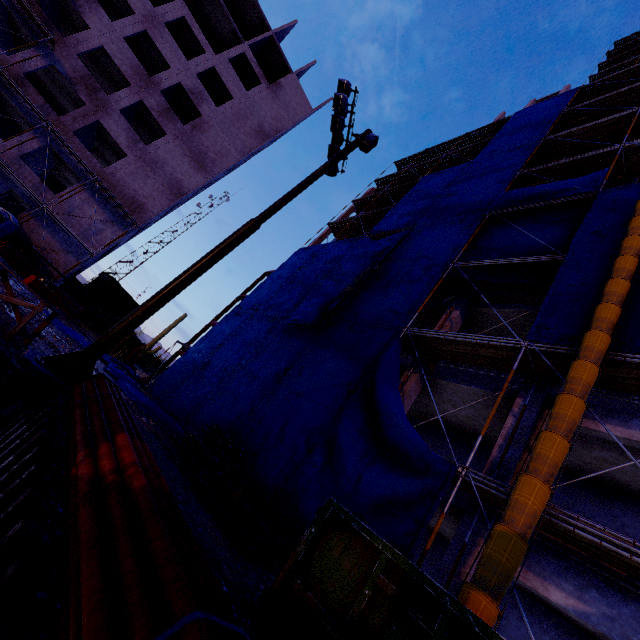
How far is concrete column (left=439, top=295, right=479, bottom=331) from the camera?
13.4m

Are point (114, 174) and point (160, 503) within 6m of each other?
no

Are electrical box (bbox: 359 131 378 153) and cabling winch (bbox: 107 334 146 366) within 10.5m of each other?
no

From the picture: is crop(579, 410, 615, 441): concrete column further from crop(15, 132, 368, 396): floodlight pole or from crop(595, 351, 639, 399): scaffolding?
crop(15, 132, 368, 396): floodlight pole

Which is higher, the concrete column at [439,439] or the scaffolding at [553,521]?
the concrete column at [439,439]

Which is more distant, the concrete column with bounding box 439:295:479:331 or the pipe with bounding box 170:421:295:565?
the concrete column with bounding box 439:295:479:331

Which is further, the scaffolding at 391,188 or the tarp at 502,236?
the scaffolding at 391,188

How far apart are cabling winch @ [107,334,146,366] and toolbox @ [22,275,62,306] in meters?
17.0
